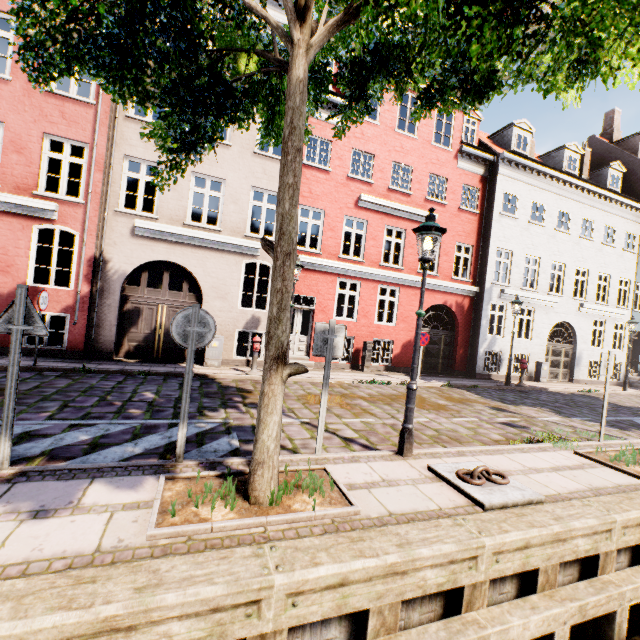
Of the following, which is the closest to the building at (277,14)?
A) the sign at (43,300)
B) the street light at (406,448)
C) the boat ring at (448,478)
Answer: the boat ring at (448,478)

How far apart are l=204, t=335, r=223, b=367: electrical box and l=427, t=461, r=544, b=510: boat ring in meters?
7.9 m

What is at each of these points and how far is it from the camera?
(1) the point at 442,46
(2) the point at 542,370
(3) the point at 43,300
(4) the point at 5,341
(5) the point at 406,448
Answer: (1) tree, 2.9m
(2) electrical box, 16.5m
(3) sign, 8.1m
(4) building, 9.1m
(5) street light, 5.0m

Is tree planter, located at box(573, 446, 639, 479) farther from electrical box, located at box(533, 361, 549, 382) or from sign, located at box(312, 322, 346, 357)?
electrical box, located at box(533, 361, 549, 382)

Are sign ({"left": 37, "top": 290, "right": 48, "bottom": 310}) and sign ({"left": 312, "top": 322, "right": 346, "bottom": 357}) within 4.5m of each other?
no

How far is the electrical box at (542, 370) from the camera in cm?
1645

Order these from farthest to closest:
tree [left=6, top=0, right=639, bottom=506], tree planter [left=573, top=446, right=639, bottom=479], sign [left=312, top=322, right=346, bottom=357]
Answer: tree planter [left=573, top=446, right=639, bottom=479], sign [left=312, top=322, right=346, bottom=357], tree [left=6, top=0, right=639, bottom=506]

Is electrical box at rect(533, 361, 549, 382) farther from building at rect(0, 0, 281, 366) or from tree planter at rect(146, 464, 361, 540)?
building at rect(0, 0, 281, 366)
